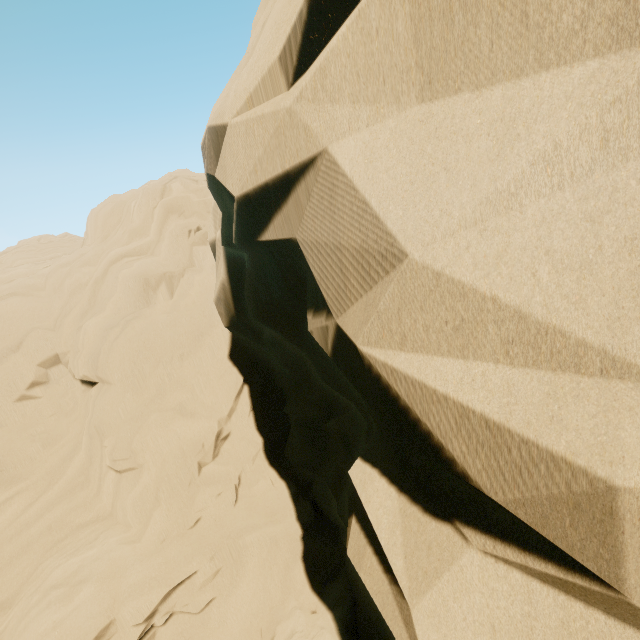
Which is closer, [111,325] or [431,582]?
[431,582]
